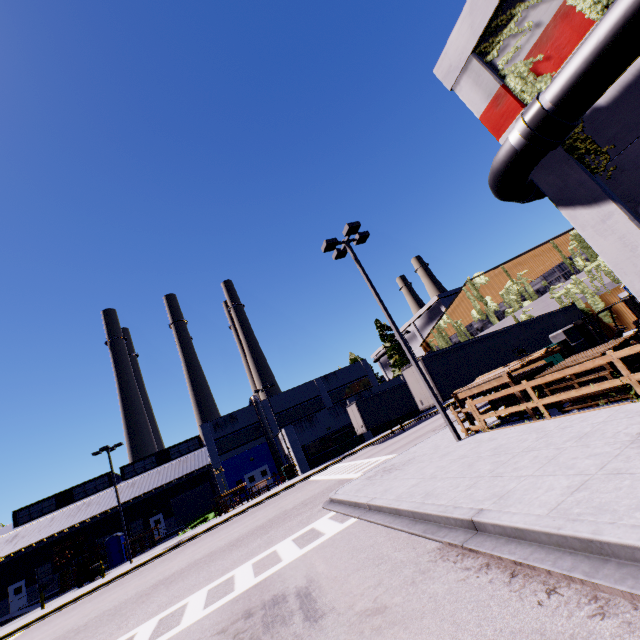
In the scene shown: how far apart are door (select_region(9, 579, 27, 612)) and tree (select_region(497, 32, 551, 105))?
58.1 meters

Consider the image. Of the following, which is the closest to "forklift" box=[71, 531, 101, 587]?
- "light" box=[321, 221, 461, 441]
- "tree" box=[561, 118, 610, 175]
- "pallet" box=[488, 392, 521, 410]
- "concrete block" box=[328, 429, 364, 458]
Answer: "light" box=[321, 221, 461, 441]

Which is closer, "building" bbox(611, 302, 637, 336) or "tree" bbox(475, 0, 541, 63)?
"tree" bbox(475, 0, 541, 63)

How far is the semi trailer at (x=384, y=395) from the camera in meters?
20.0

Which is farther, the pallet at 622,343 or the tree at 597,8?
the pallet at 622,343

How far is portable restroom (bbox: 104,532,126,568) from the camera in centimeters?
3378cm

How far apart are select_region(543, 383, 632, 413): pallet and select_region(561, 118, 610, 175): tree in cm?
422

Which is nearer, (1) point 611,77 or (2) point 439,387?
(1) point 611,77
